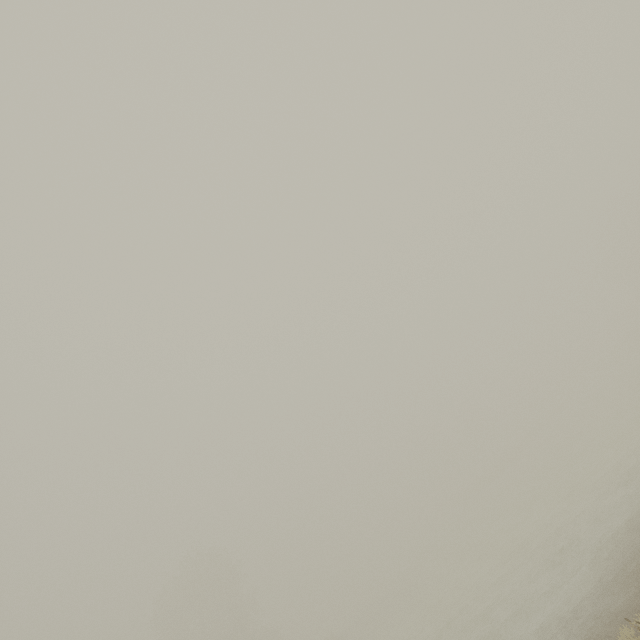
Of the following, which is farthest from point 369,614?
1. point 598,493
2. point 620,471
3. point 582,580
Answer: point 582,580
